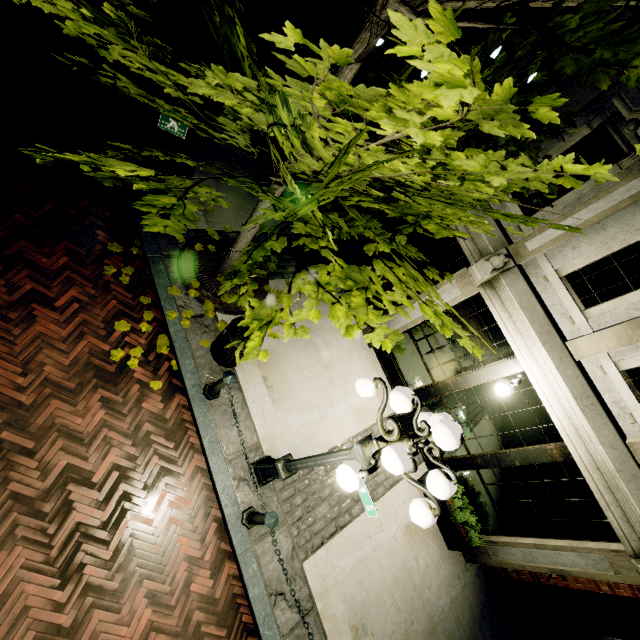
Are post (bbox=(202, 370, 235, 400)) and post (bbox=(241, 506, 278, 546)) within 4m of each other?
yes

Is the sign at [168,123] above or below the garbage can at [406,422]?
above

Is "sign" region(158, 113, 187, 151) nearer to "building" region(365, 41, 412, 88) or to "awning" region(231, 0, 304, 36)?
"awning" region(231, 0, 304, 36)

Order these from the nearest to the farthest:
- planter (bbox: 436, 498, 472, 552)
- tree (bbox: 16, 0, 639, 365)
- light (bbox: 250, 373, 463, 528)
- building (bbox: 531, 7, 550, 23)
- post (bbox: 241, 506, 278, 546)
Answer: tree (bbox: 16, 0, 639, 365) → light (bbox: 250, 373, 463, 528) → post (bbox: 241, 506, 278, 546) → building (bbox: 531, 7, 550, 23) → planter (bbox: 436, 498, 472, 552)

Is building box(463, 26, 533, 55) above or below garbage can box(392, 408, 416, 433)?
above

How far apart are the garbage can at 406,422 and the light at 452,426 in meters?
2.9 m

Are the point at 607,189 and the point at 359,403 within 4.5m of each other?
no

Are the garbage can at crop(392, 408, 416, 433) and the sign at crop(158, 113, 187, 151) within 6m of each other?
no
